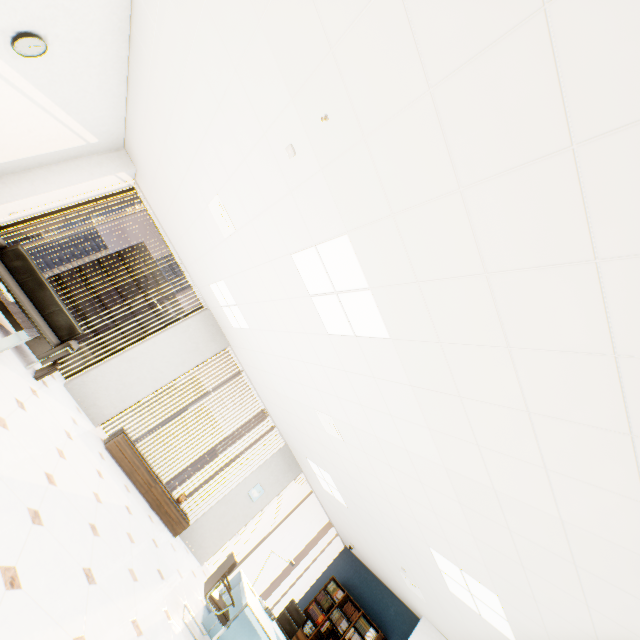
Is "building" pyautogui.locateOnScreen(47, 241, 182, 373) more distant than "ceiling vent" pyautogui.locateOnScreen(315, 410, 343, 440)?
Yes

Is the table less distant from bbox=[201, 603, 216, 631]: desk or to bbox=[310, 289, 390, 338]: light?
bbox=[310, 289, 390, 338]: light

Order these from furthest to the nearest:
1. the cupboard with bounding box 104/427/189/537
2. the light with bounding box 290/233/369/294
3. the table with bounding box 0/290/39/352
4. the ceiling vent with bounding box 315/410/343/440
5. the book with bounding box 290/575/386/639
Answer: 1. the book with bounding box 290/575/386/639
2. the cupboard with bounding box 104/427/189/537
3. the ceiling vent with bounding box 315/410/343/440
4. the table with bounding box 0/290/39/352
5. the light with bounding box 290/233/369/294

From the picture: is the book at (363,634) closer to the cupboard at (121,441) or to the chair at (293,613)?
the chair at (293,613)

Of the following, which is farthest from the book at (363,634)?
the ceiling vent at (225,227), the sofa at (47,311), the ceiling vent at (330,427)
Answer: the ceiling vent at (225,227)

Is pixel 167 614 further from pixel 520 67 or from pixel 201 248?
pixel 520 67

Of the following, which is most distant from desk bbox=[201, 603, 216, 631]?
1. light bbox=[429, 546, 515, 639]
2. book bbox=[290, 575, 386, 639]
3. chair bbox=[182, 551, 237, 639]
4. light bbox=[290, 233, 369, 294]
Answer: light bbox=[290, 233, 369, 294]

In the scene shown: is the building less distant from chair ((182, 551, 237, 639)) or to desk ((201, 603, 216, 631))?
desk ((201, 603, 216, 631))
